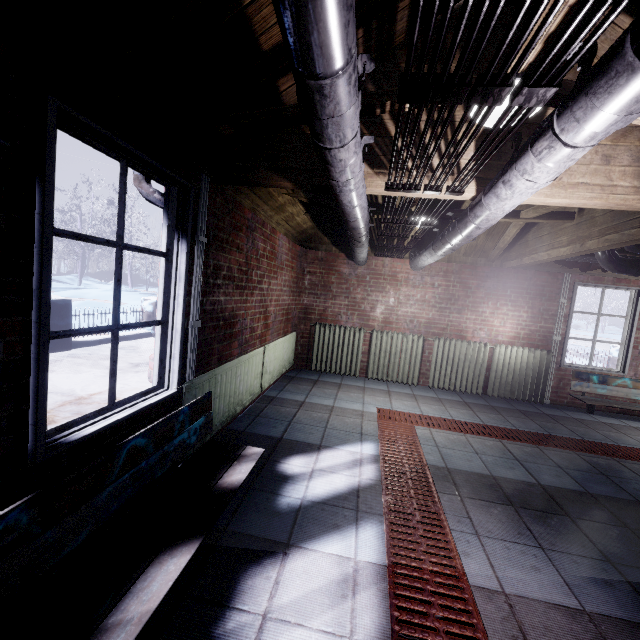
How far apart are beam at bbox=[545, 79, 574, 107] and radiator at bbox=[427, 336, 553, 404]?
3.5m

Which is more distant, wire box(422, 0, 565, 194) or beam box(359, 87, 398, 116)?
beam box(359, 87, 398, 116)

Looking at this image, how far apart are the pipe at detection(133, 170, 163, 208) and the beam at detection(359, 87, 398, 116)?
0.47m

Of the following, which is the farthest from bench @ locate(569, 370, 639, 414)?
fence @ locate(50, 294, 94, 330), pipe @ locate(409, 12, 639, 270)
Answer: fence @ locate(50, 294, 94, 330)

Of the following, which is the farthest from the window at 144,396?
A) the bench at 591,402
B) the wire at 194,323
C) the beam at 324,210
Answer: the bench at 591,402

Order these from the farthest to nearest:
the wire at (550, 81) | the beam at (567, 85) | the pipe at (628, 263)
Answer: the pipe at (628, 263), the beam at (567, 85), the wire at (550, 81)

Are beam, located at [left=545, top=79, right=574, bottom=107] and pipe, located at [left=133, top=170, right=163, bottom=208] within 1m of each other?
no

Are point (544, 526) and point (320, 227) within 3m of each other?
no
